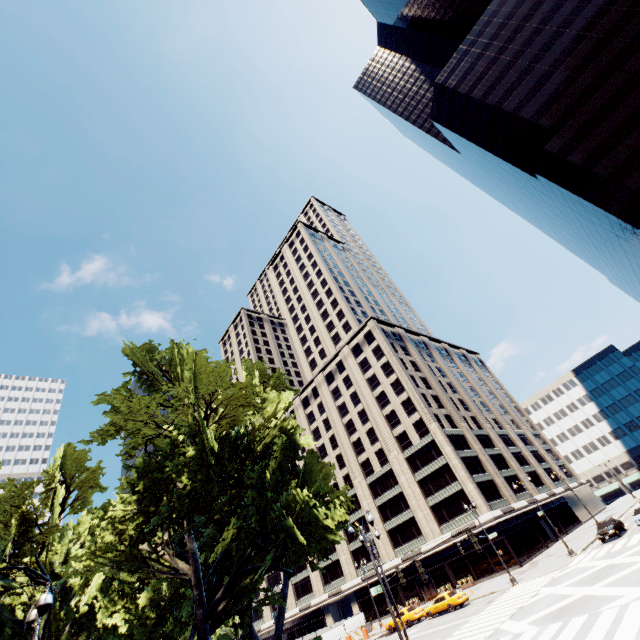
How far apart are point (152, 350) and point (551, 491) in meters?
72.0 m

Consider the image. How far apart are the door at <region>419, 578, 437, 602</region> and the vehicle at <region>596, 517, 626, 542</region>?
24.4m

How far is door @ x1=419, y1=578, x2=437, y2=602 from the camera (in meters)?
46.53

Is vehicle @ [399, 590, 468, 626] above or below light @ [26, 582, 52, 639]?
below

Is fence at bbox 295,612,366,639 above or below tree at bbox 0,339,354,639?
below

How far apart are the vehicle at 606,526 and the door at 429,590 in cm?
2445

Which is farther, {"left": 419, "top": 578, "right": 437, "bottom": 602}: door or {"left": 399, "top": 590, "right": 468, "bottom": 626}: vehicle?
{"left": 419, "top": 578, "right": 437, "bottom": 602}: door

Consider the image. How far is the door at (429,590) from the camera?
46.5m
